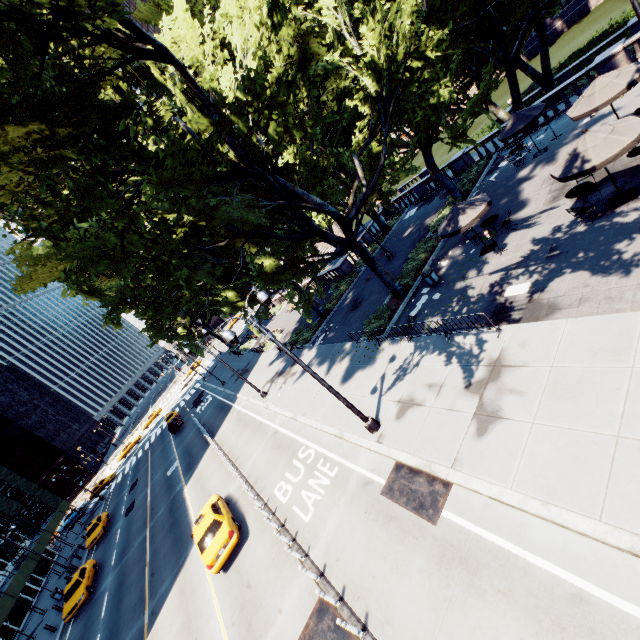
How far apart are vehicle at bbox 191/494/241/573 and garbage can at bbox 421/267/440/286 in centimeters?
1568cm

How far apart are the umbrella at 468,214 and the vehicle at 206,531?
17.0m

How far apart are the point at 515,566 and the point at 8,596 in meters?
42.0

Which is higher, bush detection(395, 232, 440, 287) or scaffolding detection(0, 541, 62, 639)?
scaffolding detection(0, 541, 62, 639)

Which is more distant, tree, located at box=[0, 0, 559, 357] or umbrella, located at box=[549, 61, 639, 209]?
umbrella, located at box=[549, 61, 639, 209]

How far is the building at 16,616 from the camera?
30.8 meters

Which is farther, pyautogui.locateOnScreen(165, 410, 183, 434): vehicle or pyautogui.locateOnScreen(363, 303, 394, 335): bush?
pyautogui.locateOnScreen(165, 410, 183, 434): vehicle

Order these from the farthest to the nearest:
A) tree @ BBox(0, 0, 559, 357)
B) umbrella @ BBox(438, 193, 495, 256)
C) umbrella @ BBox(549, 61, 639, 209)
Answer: umbrella @ BBox(438, 193, 495, 256), umbrella @ BBox(549, 61, 639, 209), tree @ BBox(0, 0, 559, 357)
